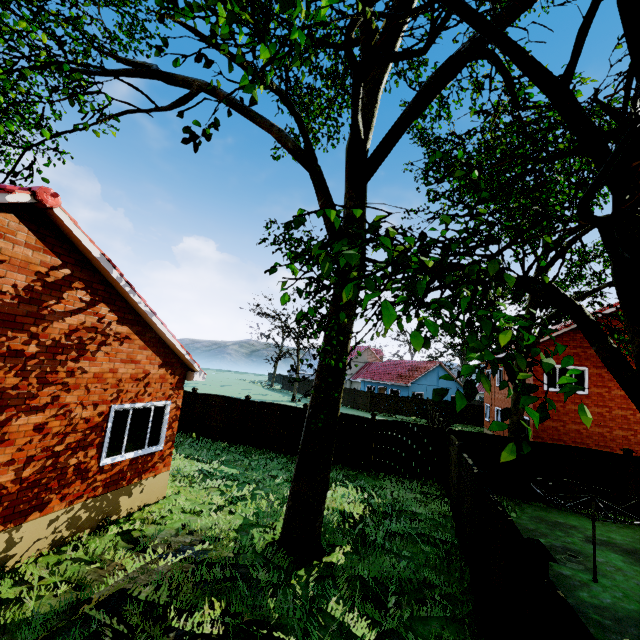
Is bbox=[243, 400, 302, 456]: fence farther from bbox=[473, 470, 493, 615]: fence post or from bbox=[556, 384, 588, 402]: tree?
bbox=[556, 384, 588, 402]: tree

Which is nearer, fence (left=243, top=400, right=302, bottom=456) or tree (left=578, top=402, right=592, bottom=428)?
tree (left=578, top=402, right=592, bottom=428)

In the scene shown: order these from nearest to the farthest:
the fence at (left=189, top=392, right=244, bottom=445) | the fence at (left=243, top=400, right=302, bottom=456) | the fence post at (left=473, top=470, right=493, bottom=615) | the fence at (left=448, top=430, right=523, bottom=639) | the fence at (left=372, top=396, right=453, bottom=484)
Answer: the fence at (left=448, top=430, right=523, bottom=639) → the fence post at (left=473, top=470, right=493, bottom=615) → the fence at (left=372, top=396, right=453, bottom=484) → the fence at (left=243, top=400, right=302, bottom=456) → the fence at (left=189, top=392, right=244, bottom=445)

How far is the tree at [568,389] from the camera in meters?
1.7 m

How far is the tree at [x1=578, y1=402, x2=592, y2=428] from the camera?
1.6m

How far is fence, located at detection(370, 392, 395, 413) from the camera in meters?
36.8 m

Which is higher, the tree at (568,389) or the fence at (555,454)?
the tree at (568,389)

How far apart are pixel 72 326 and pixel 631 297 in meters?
9.7 m
